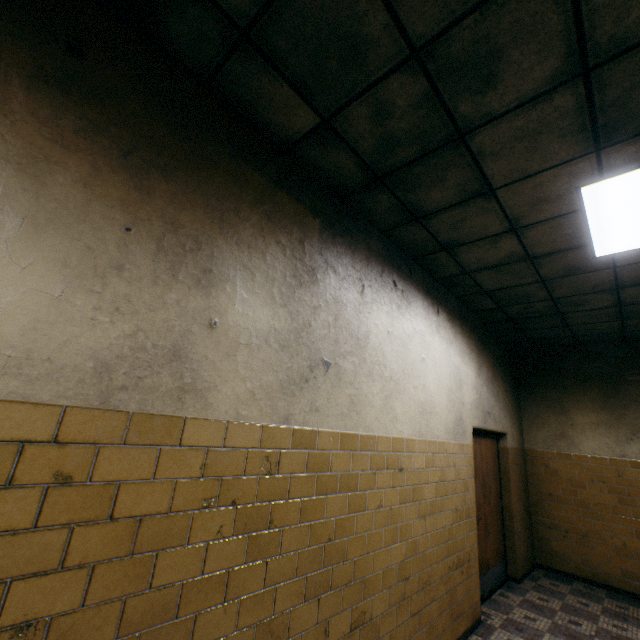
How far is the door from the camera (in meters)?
4.48

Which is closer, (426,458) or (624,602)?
(426,458)

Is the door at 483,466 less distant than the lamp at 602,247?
No

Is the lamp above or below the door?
above

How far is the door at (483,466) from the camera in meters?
4.5

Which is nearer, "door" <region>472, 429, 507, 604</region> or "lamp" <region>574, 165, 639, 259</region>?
"lamp" <region>574, 165, 639, 259</region>
